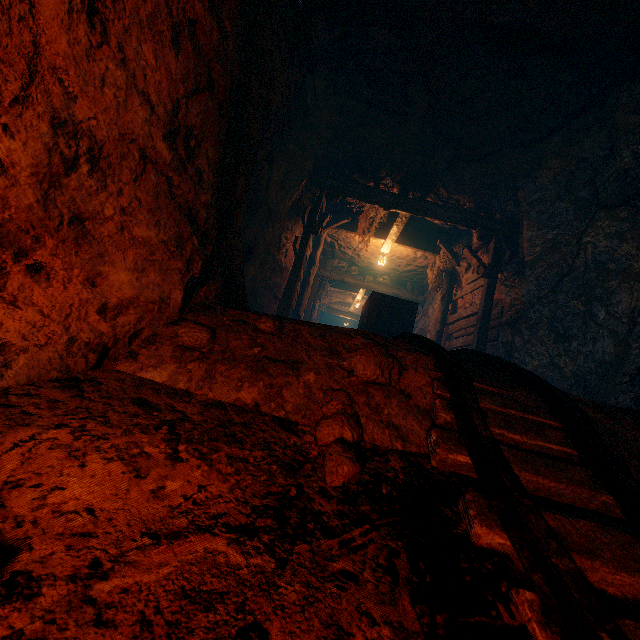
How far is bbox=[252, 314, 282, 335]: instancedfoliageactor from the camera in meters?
2.2

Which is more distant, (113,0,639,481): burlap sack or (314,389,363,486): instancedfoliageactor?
(113,0,639,481): burlap sack

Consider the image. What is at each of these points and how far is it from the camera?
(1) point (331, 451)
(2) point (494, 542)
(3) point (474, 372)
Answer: (1) instancedfoliageactor, 1.51m
(2) tracks, 1.19m
(3) burlap sack, 2.46m

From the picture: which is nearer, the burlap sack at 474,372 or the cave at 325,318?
the burlap sack at 474,372

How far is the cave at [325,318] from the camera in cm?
2604

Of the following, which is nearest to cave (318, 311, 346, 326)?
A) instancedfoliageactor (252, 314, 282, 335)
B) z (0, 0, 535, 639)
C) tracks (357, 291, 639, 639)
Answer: tracks (357, 291, 639, 639)

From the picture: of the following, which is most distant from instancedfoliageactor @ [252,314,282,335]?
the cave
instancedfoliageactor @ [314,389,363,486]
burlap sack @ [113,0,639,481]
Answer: the cave
